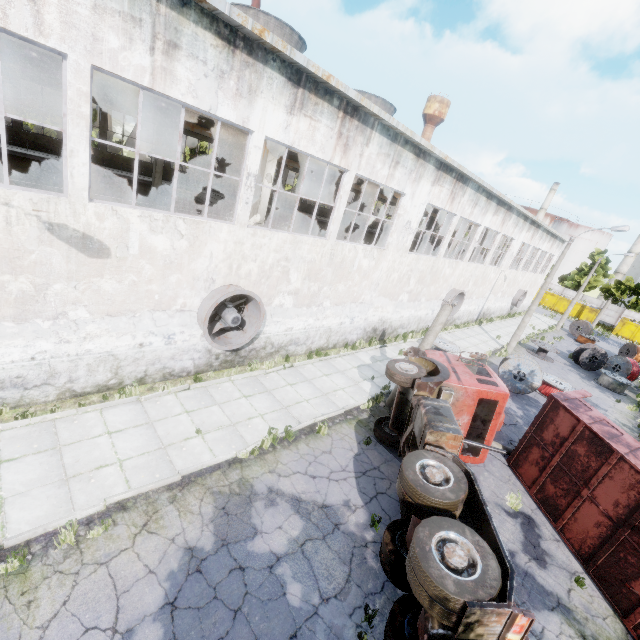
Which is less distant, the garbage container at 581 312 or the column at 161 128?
the column at 161 128

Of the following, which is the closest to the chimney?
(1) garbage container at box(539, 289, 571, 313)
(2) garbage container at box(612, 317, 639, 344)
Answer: (1) garbage container at box(539, 289, 571, 313)

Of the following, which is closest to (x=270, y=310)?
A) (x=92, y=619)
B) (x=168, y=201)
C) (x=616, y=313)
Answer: (x=92, y=619)

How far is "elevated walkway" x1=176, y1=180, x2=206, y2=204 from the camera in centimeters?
2055cm

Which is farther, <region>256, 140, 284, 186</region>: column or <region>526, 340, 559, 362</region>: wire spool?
<region>526, 340, 559, 362</region>: wire spool

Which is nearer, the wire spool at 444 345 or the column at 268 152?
the column at 268 152

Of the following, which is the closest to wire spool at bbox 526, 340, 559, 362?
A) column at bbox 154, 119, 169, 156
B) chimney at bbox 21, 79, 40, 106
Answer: column at bbox 154, 119, 169, 156

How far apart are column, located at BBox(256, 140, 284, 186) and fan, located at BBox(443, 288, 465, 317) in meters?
14.3
